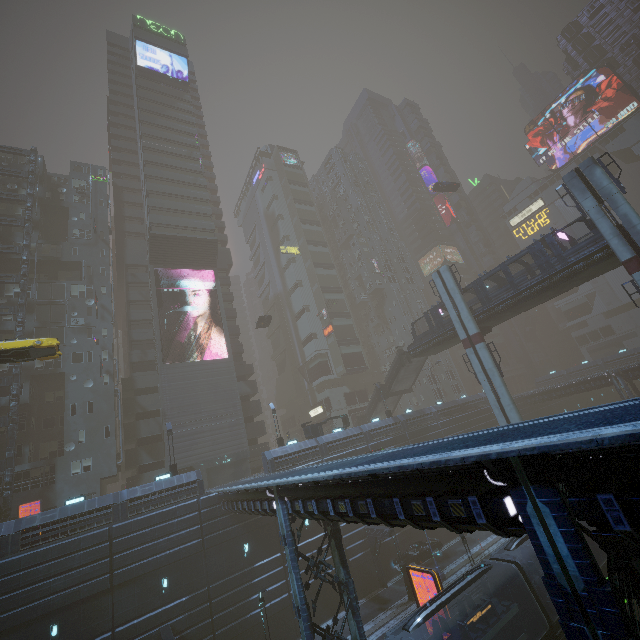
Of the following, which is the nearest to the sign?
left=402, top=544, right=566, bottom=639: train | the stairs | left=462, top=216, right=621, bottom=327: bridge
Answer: left=462, top=216, right=621, bottom=327: bridge

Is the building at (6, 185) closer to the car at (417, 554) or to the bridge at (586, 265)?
the car at (417, 554)

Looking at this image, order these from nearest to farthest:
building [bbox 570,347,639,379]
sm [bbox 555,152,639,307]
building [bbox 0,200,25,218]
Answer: sm [bbox 555,152,639,307], building [bbox 0,200,25,218], building [bbox 570,347,639,379]

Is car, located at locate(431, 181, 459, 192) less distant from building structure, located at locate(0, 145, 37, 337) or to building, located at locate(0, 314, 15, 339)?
building, located at locate(0, 314, 15, 339)

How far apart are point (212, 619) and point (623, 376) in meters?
55.0

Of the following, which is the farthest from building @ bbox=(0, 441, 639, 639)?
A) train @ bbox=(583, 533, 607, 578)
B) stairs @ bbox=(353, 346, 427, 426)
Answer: stairs @ bbox=(353, 346, 427, 426)

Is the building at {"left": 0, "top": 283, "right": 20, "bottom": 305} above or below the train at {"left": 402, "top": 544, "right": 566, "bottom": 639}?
above

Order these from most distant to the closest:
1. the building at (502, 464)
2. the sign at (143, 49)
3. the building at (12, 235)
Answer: the sign at (143, 49) → the building at (12, 235) → the building at (502, 464)
